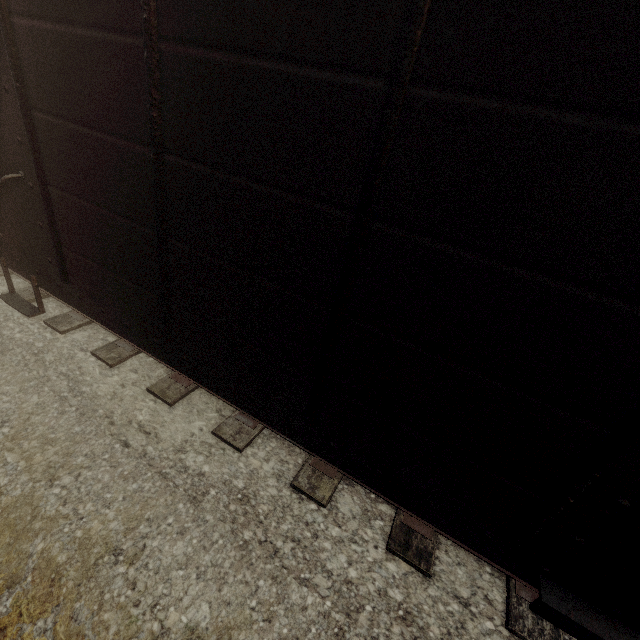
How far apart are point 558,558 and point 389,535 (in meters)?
1.61
